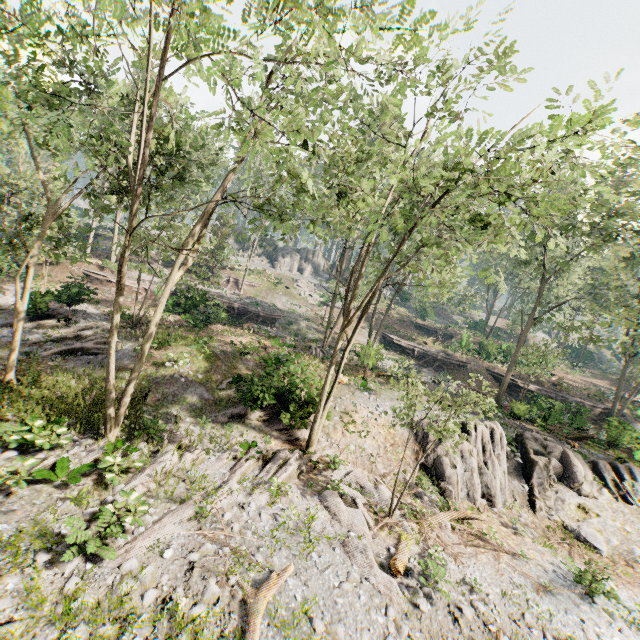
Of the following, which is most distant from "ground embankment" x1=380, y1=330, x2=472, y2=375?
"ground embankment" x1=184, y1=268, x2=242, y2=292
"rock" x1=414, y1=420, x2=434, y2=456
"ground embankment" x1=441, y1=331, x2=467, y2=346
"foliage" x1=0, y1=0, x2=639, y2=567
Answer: "ground embankment" x1=184, y1=268, x2=242, y2=292

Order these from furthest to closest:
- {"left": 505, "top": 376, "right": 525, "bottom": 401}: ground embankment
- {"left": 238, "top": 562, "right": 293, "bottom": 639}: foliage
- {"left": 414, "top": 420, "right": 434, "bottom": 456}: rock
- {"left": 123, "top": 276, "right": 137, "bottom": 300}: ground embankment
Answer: {"left": 505, "top": 376, "right": 525, "bottom": 401}: ground embankment < {"left": 123, "top": 276, "right": 137, "bottom": 300}: ground embankment < {"left": 414, "top": 420, "right": 434, "bottom": 456}: rock < {"left": 238, "top": 562, "right": 293, "bottom": 639}: foliage

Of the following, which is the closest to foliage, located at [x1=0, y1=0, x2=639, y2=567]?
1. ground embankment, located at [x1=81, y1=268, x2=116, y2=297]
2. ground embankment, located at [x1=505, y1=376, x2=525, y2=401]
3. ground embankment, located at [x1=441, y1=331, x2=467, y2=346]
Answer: ground embankment, located at [x1=505, y1=376, x2=525, y2=401]

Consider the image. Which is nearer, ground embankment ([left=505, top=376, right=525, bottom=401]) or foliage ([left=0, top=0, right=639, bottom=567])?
foliage ([left=0, top=0, right=639, bottom=567])

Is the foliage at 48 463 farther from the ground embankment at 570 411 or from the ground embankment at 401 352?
the ground embankment at 401 352

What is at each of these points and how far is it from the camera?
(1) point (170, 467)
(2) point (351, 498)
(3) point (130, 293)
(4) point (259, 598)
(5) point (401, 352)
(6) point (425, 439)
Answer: Result:
(1) foliage, 12.1m
(2) foliage, 13.4m
(3) ground embankment, 30.6m
(4) foliage, 8.1m
(5) ground embankment, 40.0m
(6) rock, 18.7m

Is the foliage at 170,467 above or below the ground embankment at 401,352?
below

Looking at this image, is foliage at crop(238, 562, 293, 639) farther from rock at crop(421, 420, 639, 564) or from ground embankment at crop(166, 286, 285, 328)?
ground embankment at crop(166, 286, 285, 328)
